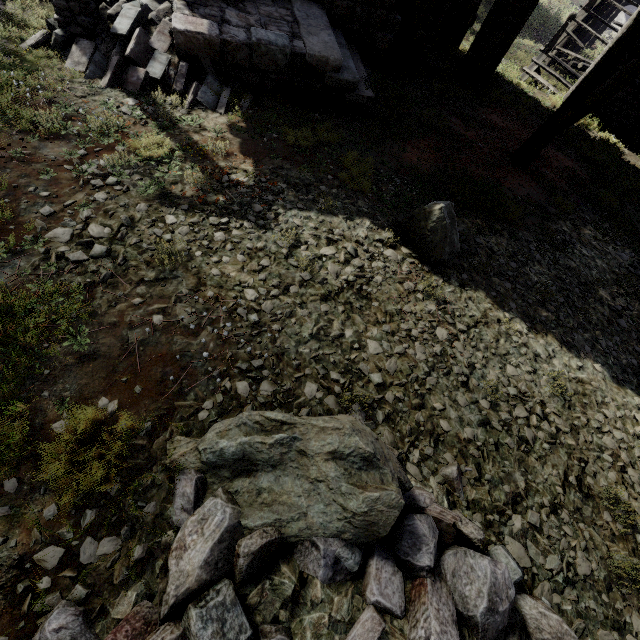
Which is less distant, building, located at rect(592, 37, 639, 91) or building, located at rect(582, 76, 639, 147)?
building, located at rect(592, 37, 639, 91)

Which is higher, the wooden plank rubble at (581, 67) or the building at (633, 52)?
the building at (633, 52)

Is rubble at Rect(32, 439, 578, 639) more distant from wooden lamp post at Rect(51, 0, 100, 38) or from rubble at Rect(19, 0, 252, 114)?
wooden lamp post at Rect(51, 0, 100, 38)

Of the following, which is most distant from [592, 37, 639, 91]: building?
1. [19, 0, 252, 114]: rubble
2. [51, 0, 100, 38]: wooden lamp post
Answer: [51, 0, 100, 38]: wooden lamp post

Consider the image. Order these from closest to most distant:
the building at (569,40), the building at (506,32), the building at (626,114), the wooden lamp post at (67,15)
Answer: the wooden lamp post at (67,15) < the building at (506,32) < the building at (626,114) < the building at (569,40)

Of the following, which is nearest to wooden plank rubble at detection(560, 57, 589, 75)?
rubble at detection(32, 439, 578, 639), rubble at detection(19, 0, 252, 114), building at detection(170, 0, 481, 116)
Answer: building at detection(170, 0, 481, 116)

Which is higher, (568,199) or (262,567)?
(262,567)

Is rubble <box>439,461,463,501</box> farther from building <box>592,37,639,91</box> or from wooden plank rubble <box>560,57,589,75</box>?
wooden plank rubble <box>560,57,589,75</box>
